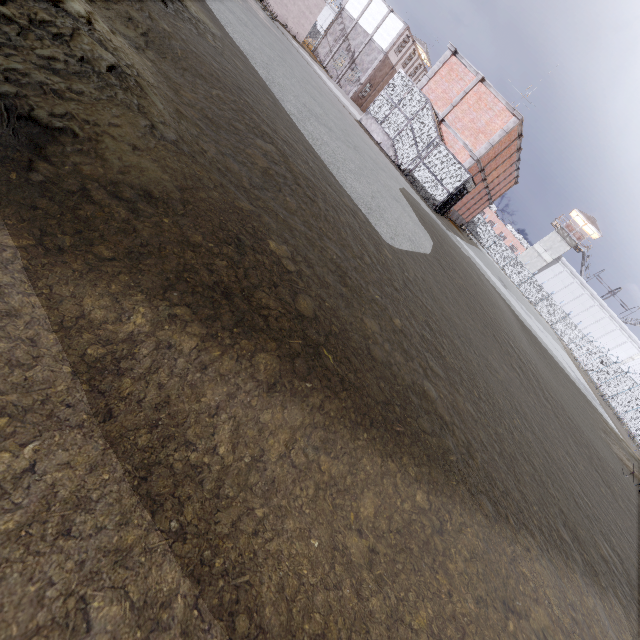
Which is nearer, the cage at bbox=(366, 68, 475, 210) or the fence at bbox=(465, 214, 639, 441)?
the cage at bbox=(366, 68, 475, 210)

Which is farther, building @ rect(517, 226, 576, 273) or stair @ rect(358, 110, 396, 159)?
building @ rect(517, 226, 576, 273)

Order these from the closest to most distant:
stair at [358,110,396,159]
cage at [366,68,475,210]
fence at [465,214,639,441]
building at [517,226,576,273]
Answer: cage at [366,68,475,210], stair at [358,110,396,159], fence at [465,214,639,441], building at [517,226,576,273]

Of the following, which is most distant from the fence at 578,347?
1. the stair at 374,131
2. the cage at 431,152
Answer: the stair at 374,131

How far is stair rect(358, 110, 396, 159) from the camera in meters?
21.8

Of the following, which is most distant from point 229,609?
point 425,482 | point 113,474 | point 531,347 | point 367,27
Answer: point 367,27

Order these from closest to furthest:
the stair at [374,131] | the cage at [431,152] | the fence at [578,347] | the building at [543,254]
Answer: the cage at [431,152], the stair at [374,131], the fence at [578,347], the building at [543,254]

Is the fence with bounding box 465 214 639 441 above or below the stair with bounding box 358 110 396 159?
above
